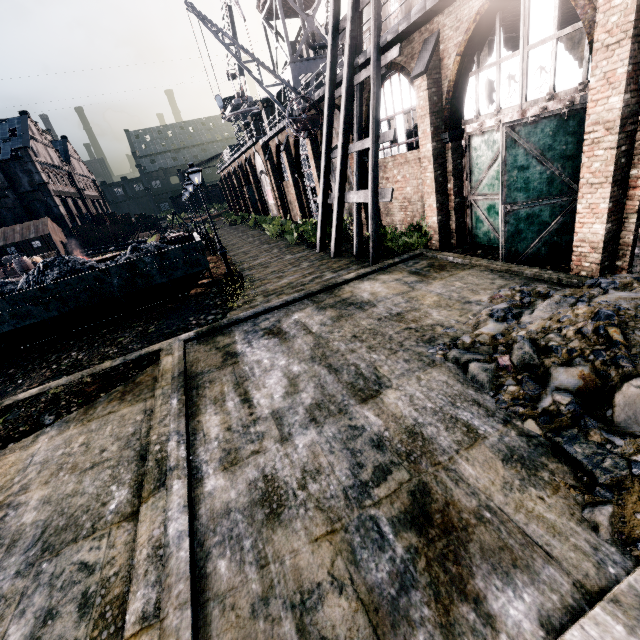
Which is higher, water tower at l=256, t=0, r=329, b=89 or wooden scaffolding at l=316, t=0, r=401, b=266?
water tower at l=256, t=0, r=329, b=89

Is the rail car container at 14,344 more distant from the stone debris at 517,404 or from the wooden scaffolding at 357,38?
the stone debris at 517,404

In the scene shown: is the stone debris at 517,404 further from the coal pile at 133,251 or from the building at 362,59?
the coal pile at 133,251

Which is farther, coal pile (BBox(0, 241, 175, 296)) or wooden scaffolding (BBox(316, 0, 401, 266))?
coal pile (BBox(0, 241, 175, 296))

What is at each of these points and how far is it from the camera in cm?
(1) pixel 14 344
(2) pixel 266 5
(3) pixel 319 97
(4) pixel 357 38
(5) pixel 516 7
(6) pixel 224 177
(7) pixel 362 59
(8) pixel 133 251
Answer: (1) rail car container, 1331
(2) water tower, 3000
(3) building, 1819
(4) wooden scaffolding, 1399
(5) building, 1180
(6) building, 5916
(7) building, 1365
(8) coal pile, 1616

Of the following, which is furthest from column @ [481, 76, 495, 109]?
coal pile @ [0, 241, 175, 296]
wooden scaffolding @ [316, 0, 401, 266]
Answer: coal pile @ [0, 241, 175, 296]

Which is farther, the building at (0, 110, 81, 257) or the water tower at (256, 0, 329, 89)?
the building at (0, 110, 81, 257)
